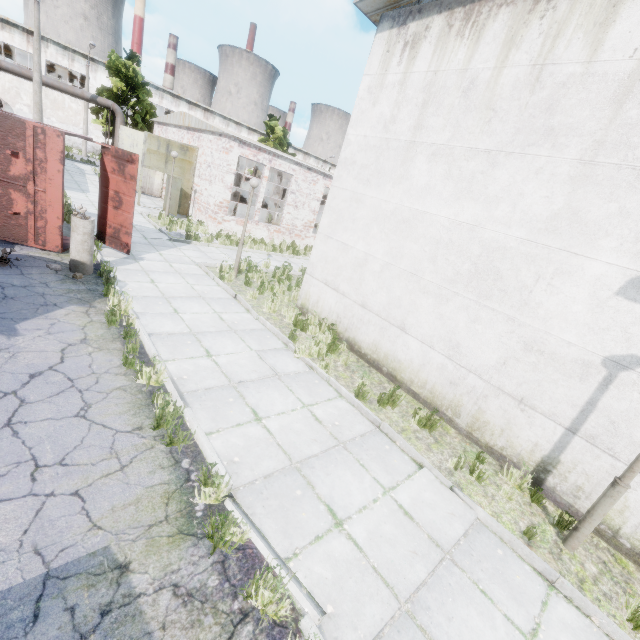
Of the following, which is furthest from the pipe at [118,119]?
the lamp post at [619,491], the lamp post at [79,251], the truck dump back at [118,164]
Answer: the lamp post at [619,491]

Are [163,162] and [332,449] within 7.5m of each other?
no

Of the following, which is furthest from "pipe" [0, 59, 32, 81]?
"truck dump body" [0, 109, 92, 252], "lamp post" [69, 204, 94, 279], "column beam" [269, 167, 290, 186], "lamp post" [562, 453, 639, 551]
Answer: "lamp post" [562, 453, 639, 551]

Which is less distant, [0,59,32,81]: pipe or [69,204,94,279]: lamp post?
[69,204,94,279]: lamp post

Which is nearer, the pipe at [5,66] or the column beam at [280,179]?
the pipe at [5,66]

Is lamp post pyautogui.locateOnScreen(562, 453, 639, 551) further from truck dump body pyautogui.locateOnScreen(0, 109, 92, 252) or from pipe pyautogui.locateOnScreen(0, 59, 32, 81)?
pipe pyautogui.locateOnScreen(0, 59, 32, 81)

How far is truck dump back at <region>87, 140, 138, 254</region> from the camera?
9.5 meters

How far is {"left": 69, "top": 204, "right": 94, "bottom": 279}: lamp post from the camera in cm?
775
